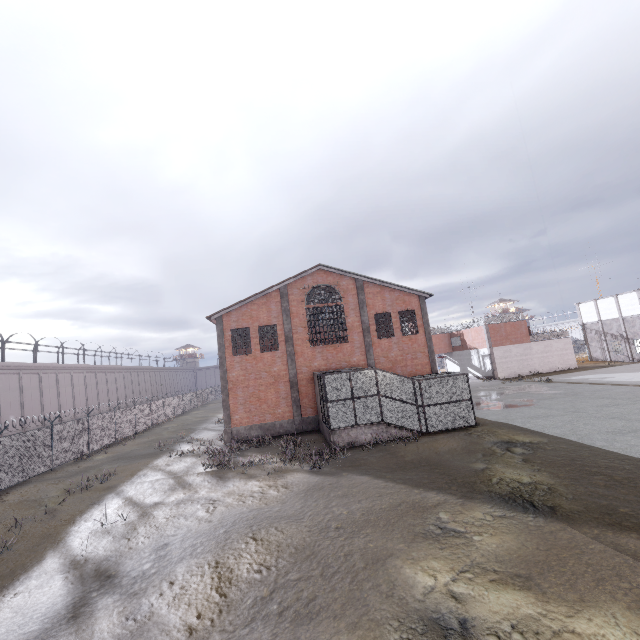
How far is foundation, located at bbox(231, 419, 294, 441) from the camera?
22.6m

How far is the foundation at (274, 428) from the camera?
22.56m

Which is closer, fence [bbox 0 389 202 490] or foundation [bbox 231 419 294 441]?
fence [bbox 0 389 202 490]

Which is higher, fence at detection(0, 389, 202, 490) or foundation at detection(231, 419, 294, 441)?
fence at detection(0, 389, 202, 490)

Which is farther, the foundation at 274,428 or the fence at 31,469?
the foundation at 274,428

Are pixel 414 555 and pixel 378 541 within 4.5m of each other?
yes
